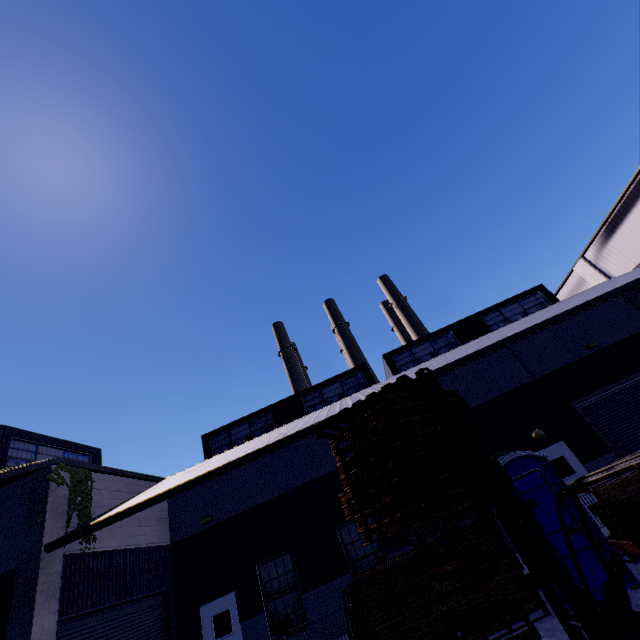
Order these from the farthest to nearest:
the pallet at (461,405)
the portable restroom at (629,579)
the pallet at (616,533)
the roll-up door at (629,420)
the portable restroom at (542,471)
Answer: the roll-up door at (629,420) → the pallet at (616,533) → the portable restroom at (542,471) → the portable restroom at (629,579) → the pallet at (461,405)

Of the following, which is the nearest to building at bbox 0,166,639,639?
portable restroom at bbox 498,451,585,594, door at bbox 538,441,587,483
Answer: door at bbox 538,441,587,483

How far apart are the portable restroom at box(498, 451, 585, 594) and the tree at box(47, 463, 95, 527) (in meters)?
12.21

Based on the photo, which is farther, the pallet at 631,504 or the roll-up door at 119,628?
the roll-up door at 119,628

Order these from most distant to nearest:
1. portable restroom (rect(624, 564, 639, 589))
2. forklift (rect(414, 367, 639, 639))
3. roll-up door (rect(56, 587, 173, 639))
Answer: roll-up door (rect(56, 587, 173, 639)) → portable restroom (rect(624, 564, 639, 589)) → forklift (rect(414, 367, 639, 639))

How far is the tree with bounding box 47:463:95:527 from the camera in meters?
10.0 m

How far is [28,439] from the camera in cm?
1306
